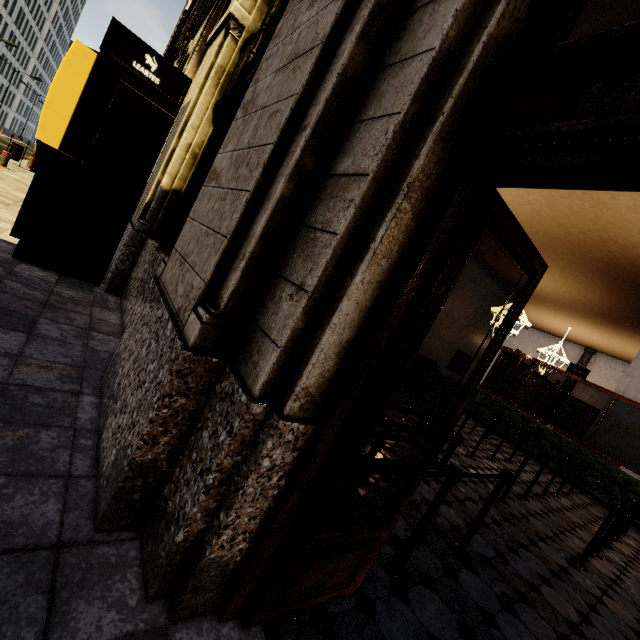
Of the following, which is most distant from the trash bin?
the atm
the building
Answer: the atm

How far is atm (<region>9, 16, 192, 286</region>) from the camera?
3.9 meters

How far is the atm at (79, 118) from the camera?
3.93m

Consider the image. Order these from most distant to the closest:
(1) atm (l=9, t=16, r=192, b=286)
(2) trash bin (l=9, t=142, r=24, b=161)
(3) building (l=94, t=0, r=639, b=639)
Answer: (2) trash bin (l=9, t=142, r=24, b=161)
(1) atm (l=9, t=16, r=192, b=286)
(3) building (l=94, t=0, r=639, b=639)

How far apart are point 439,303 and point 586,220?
11.0 meters

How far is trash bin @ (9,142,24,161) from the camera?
13.6m

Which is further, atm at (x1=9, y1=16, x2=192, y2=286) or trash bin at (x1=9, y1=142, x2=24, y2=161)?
trash bin at (x1=9, y1=142, x2=24, y2=161)

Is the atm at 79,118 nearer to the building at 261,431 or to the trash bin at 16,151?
the building at 261,431
